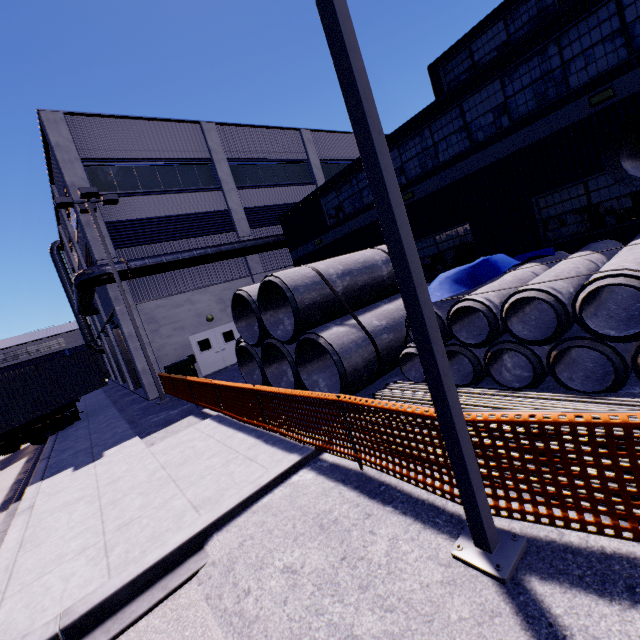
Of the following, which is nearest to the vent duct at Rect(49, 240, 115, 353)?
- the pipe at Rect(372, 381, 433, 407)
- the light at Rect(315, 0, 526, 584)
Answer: the pipe at Rect(372, 381, 433, 407)

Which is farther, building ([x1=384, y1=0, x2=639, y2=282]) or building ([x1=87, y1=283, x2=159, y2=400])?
building ([x1=87, y1=283, x2=159, y2=400])

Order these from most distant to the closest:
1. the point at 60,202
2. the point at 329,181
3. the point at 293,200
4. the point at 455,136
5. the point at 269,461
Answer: the point at 293,200
the point at 329,181
the point at 60,202
the point at 455,136
the point at 269,461

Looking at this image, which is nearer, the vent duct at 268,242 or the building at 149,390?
the vent duct at 268,242

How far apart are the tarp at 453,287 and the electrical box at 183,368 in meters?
13.3

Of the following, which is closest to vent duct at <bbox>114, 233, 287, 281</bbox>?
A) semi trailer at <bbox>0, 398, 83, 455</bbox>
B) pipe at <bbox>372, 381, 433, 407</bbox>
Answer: semi trailer at <bbox>0, 398, 83, 455</bbox>

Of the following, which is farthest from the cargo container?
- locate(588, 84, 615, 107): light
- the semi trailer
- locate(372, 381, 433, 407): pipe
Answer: locate(588, 84, 615, 107): light

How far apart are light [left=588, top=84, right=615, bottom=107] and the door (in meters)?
18.09
